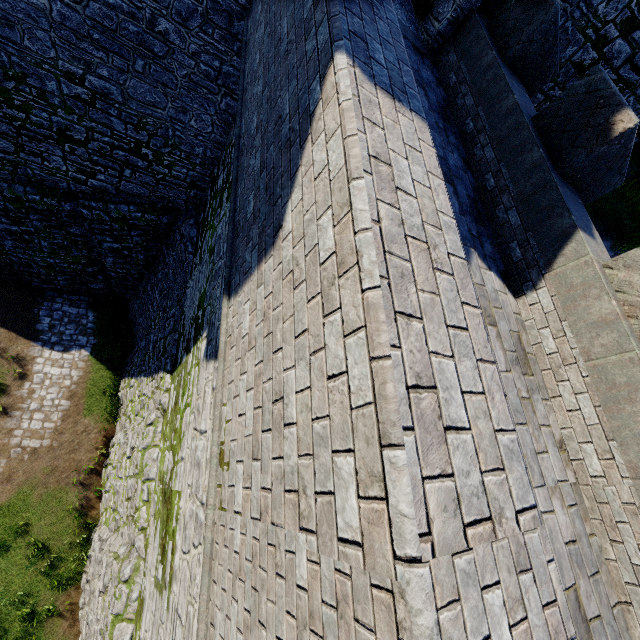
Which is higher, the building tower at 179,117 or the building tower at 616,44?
the building tower at 616,44

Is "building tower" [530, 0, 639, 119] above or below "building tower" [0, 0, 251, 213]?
above

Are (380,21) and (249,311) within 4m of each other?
yes

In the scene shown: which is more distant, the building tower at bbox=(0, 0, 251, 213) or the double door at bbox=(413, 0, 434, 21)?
the double door at bbox=(413, 0, 434, 21)

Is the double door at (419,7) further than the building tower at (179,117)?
Yes
